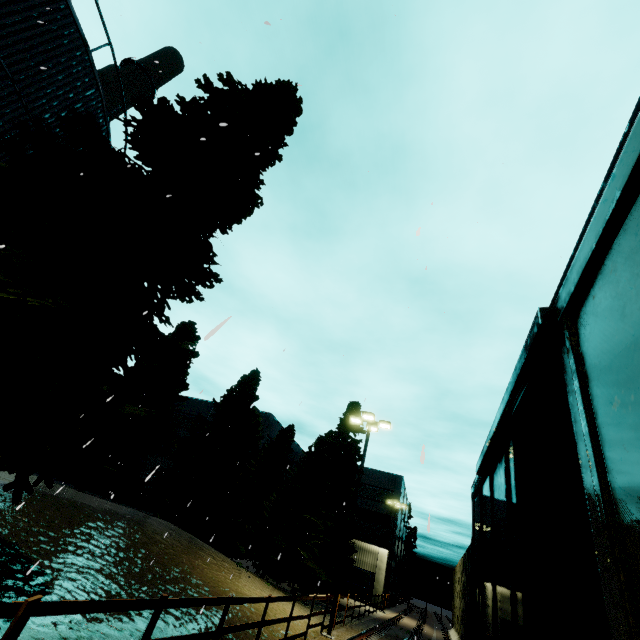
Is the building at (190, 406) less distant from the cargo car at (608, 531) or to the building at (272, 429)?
the building at (272, 429)

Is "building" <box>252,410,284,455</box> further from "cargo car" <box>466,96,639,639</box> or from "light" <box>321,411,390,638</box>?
"cargo car" <box>466,96,639,639</box>

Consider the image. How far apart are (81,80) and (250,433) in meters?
31.4

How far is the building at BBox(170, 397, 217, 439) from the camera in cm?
4378

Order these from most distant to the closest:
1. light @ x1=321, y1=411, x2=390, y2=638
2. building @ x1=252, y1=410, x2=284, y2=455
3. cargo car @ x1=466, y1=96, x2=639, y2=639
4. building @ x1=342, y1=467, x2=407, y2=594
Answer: building @ x1=252, y1=410, x2=284, y2=455
building @ x1=342, y1=467, x2=407, y2=594
light @ x1=321, y1=411, x2=390, y2=638
cargo car @ x1=466, y1=96, x2=639, y2=639

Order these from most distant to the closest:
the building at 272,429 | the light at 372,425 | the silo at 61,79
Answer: the building at 272,429 → the light at 372,425 → the silo at 61,79

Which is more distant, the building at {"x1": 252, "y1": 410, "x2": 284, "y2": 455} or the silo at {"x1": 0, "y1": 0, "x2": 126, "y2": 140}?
the building at {"x1": 252, "y1": 410, "x2": 284, "y2": 455}

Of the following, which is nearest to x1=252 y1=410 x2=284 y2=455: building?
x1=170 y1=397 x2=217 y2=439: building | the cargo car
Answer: x1=170 y1=397 x2=217 y2=439: building
